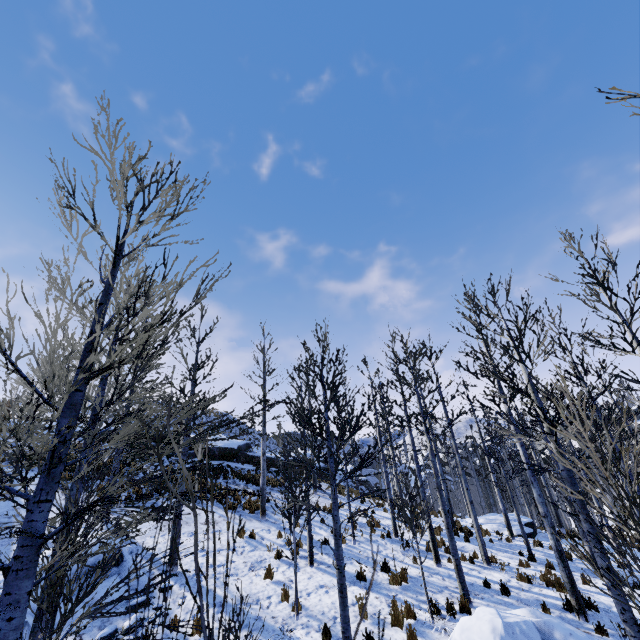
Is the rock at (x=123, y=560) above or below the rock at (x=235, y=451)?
below

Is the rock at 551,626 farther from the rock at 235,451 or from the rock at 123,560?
the rock at 235,451

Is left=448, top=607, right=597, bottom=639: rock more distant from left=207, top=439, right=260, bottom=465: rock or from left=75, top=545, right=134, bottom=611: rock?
left=207, top=439, right=260, bottom=465: rock

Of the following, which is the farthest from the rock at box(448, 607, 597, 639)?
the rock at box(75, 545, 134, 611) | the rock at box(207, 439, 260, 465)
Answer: the rock at box(207, 439, 260, 465)

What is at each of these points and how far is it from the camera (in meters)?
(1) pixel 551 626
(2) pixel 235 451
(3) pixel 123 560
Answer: (1) rock, 6.82
(2) rock, 26.25
(3) rock, 9.44

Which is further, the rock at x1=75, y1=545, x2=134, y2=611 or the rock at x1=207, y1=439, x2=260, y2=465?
the rock at x1=207, y1=439, x2=260, y2=465

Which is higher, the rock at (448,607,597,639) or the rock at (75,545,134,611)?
the rock at (75,545,134,611)
